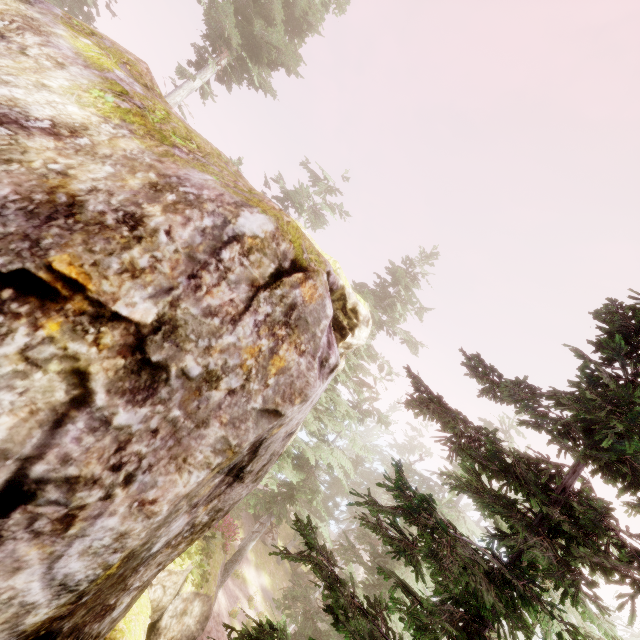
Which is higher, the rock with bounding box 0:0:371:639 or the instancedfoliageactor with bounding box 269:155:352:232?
the instancedfoliageactor with bounding box 269:155:352:232

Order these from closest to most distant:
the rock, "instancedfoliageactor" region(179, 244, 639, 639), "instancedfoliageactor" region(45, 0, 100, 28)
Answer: the rock, "instancedfoliageactor" region(179, 244, 639, 639), "instancedfoliageactor" region(45, 0, 100, 28)

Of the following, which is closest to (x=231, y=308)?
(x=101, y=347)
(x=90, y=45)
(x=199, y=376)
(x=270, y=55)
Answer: (x=199, y=376)

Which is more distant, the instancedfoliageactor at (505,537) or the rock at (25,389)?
the instancedfoliageactor at (505,537)

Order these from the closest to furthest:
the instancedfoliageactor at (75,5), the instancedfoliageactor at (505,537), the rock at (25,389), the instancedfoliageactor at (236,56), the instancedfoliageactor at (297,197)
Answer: the rock at (25,389), the instancedfoliageactor at (505,537), the instancedfoliageactor at (236,56), the instancedfoliageactor at (75,5), the instancedfoliageactor at (297,197)

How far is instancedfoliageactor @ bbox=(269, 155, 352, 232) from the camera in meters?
24.9

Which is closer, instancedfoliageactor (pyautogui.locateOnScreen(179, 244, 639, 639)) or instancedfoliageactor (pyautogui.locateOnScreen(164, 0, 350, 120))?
instancedfoliageactor (pyautogui.locateOnScreen(179, 244, 639, 639))
